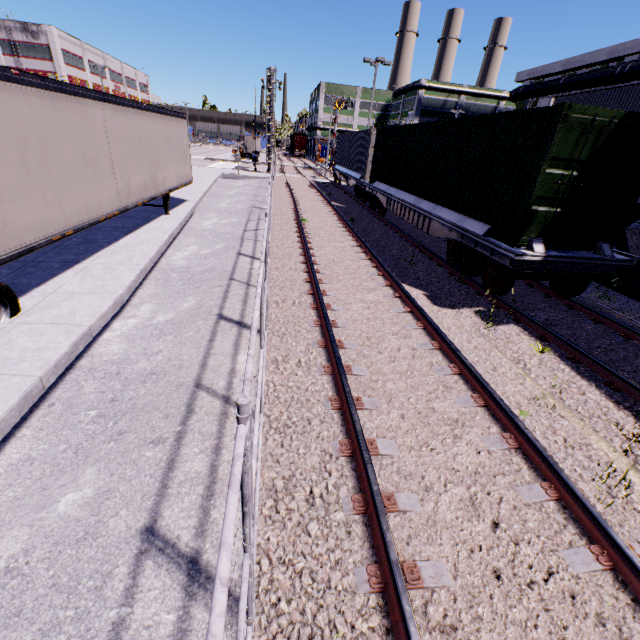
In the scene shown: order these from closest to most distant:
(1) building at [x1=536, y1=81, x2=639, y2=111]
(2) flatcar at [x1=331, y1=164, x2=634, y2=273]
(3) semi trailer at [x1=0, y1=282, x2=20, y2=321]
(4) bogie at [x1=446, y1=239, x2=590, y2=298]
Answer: (3) semi trailer at [x1=0, y1=282, x2=20, y2=321] < (2) flatcar at [x1=331, y1=164, x2=634, y2=273] < (4) bogie at [x1=446, y1=239, x2=590, y2=298] < (1) building at [x1=536, y1=81, x2=639, y2=111]

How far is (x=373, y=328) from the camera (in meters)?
6.27

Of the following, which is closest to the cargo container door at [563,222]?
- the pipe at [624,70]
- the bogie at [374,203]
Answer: the bogie at [374,203]

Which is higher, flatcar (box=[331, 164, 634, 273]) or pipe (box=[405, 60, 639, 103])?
pipe (box=[405, 60, 639, 103])

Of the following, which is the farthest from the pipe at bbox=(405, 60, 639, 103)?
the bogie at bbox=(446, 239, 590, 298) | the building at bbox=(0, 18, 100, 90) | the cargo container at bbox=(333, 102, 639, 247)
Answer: the bogie at bbox=(446, 239, 590, 298)

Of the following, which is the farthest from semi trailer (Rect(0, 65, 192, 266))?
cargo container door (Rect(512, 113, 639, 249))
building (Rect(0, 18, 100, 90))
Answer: cargo container door (Rect(512, 113, 639, 249))

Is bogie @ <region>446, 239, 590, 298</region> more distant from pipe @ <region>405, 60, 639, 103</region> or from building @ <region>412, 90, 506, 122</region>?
pipe @ <region>405, 60, 639, 103</region>

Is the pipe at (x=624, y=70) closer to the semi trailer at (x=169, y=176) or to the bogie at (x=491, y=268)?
the semi trailer at (x=169, y=176)
